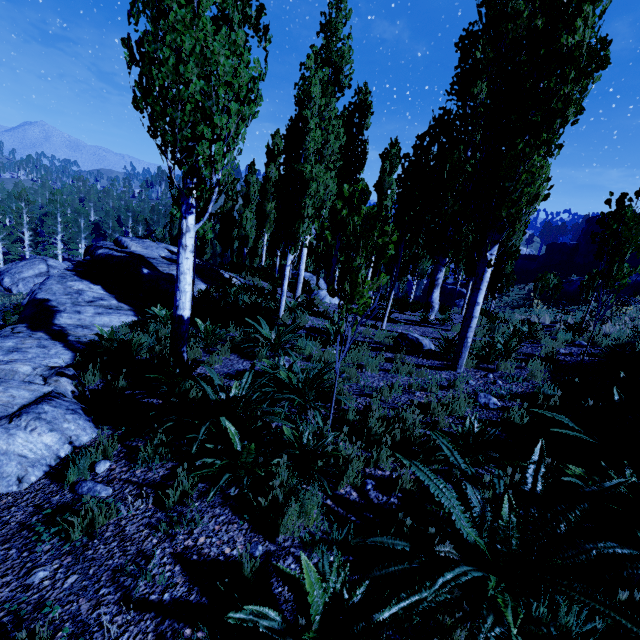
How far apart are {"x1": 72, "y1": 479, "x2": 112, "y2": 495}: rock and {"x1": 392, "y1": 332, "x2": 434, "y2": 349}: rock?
7.2 meters

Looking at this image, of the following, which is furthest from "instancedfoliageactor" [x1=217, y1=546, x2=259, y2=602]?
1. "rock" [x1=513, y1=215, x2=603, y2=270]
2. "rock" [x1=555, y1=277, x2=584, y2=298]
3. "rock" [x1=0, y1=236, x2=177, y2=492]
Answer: "rock" [x1=555, y1=277, x2=584, y2=298]

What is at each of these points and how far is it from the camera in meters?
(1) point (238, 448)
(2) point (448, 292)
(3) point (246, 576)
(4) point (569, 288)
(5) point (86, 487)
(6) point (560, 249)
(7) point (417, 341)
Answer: (1) instancedfoliageactor, 3.3
(2) rock, 37.4
(3) instancedfoliageactor, 2.2
(4) rock, 26.2
(5) rock, 3.1
(6) rock, 34.7
(7) rock, 8.6

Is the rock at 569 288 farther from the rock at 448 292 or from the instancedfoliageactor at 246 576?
the instancedfoliageactor at 246 576

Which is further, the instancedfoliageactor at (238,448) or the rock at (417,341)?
the rock at (417,341)

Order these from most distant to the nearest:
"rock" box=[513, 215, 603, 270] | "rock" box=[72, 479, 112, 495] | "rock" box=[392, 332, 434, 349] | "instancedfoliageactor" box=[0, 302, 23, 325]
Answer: "rock" box=[513, 215, 603, 270], "instancedfoliageactor" box=[0, 302, 23, 325], "rock" box=[392, 332, 434, 349], "rock" box=[72, 479, 112, 495]

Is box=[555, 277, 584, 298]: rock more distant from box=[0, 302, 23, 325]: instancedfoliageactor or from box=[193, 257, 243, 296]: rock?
box=[193, 257, 243, 296]: rock

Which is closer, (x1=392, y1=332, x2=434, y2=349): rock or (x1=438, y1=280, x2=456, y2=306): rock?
(x1=392, y1=332, x2=434, y2=349): rock
